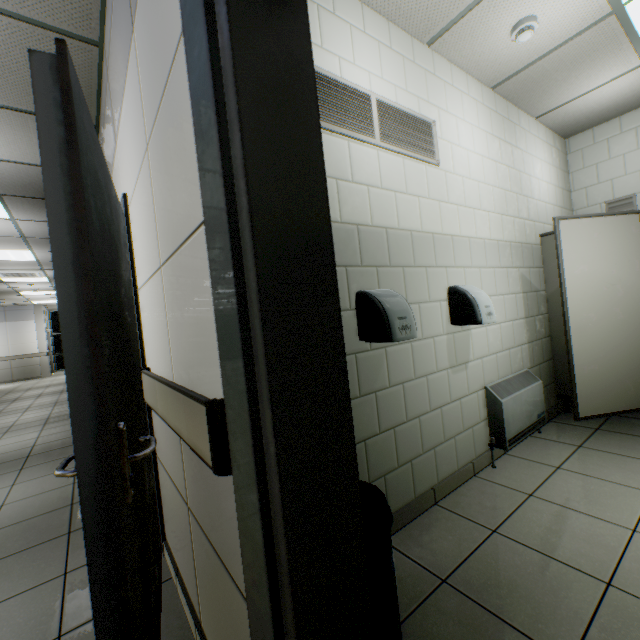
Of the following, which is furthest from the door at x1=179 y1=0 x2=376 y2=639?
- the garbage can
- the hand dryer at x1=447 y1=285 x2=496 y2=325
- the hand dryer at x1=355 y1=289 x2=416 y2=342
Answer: the hand dryer at x1=447 y1=285 x2=496 y2=325

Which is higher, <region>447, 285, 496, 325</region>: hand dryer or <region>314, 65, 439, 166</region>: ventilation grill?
<region>314, 65, 439, 166</region>: ventilation grill

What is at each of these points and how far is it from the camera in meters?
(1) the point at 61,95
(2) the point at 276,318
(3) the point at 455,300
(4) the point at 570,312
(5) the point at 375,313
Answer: (1) door, 0.8
(2) door, 0.6
(3) hand dryer, 2.3
(4) door, 2.8
(5) hand dryer, 1.7

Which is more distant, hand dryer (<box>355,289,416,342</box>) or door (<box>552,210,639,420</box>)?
door (<box>552,210,639,420</box>)

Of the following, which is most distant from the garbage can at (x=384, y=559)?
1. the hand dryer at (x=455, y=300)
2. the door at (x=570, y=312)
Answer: the door at (x=570, y=312)

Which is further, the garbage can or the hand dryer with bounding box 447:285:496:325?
the hand dryer with bounding box 447:285:496:325

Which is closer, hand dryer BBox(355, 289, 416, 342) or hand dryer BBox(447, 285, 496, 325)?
hand dryer BBox(355, 289, 416, 342)

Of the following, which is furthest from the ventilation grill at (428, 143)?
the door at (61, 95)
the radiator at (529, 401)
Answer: the radiator at (529, 401)
